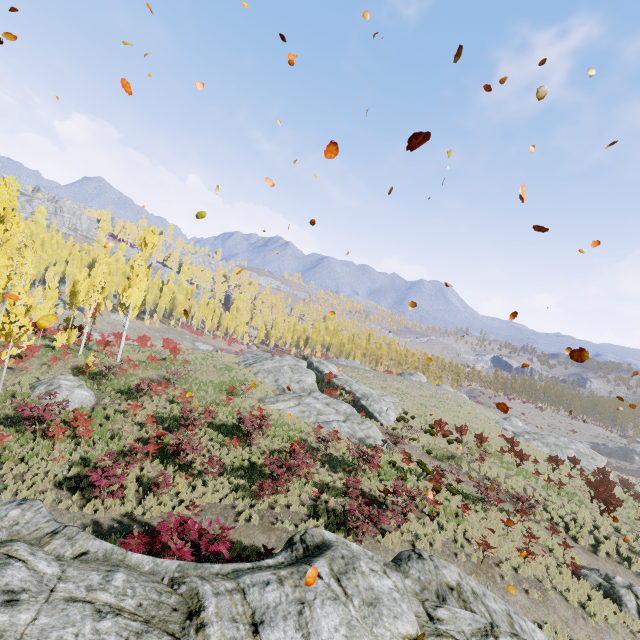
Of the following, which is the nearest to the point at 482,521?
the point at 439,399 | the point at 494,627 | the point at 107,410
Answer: the point at 494,627

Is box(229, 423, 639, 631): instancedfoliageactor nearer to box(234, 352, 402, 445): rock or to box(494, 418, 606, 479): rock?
box(494, 418, 606, 479): rock

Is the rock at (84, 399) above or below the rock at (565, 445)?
above

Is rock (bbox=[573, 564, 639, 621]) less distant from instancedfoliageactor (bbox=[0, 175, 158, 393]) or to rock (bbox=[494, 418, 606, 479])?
instancedfoliageactor (bbox=[0, 175, 158, 393])

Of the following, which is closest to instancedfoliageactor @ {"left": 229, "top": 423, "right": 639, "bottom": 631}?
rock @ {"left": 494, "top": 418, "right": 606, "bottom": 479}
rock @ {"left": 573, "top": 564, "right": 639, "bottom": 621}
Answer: rock @ {"left": 573, "top": 564, "right": 639, "bottom": 621}

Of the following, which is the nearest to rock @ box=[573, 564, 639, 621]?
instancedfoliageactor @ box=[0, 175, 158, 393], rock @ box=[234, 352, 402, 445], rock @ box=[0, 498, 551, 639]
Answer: instancedfoliageactor @ box=[0, 175, 158, 393]

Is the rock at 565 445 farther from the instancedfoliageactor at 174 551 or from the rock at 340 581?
the rock at 340 581

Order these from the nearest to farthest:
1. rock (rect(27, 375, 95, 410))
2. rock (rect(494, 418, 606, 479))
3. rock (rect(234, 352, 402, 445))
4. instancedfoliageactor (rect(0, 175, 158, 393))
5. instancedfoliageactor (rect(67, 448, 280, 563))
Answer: instancedfoliageactor (rect(67, 448, 280, 563))
instancedfoliageactor (rect(0, 175, 158, 393))
rock (rect(27, 375, 95, 410))
rock (rect(234, 352, 402, 445))
rock (rect(494, 418, 606, 479))
